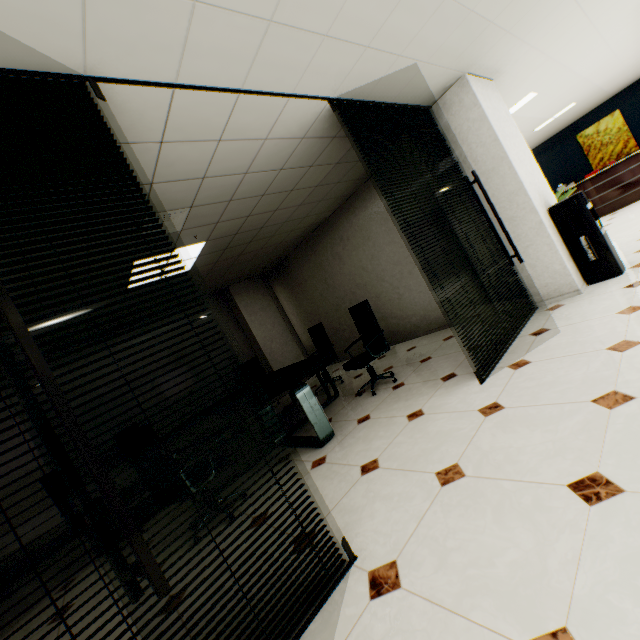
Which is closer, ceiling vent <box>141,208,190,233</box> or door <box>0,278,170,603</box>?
door <box>0,278,170,603</box>

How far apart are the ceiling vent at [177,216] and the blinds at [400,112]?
A: 1.92m

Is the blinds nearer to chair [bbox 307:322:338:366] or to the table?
the table

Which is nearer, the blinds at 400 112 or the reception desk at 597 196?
the blinds at 400 112

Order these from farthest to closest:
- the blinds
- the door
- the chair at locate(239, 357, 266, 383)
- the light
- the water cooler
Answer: the chair at locate(239, 357, 266, 383), the light, the water cooler, the blinds, the door

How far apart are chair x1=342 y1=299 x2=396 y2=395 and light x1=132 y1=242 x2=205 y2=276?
2.3 meters

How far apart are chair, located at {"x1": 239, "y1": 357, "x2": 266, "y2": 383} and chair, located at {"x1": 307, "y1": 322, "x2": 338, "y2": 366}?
1.3 meters

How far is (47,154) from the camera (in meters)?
1.57
